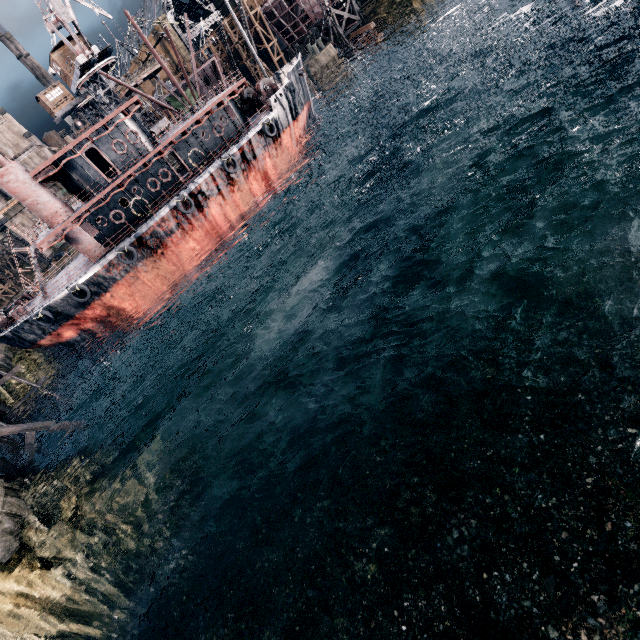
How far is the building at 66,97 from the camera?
53.44m

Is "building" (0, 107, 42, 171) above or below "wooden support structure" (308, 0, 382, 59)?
above

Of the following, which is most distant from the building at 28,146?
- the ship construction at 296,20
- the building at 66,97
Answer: the ship construction at 296,20

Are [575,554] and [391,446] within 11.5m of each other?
yes

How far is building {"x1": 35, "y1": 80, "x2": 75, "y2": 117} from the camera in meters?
53.4 m

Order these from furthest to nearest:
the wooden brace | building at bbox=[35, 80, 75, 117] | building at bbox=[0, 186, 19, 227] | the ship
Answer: building at bbox=[0, 186, 19, 227] < building at bbox=[35, 80, 75, 117] < the ship < the wooden brace

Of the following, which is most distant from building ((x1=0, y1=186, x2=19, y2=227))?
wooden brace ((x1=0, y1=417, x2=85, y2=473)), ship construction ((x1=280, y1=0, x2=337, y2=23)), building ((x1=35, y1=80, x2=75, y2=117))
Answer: wooden brace ((x1=0, y1=417, x2=85, y2=473))

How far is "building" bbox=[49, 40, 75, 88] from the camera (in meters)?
39.49
